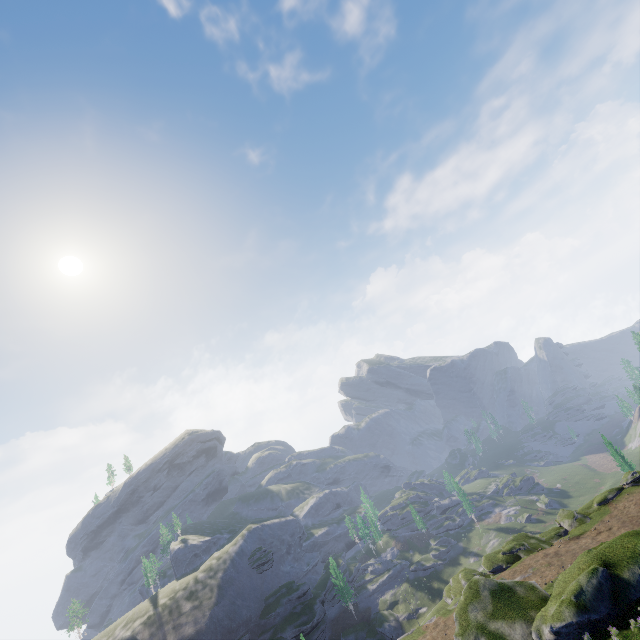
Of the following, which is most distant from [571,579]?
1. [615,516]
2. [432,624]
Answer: [615,516]
